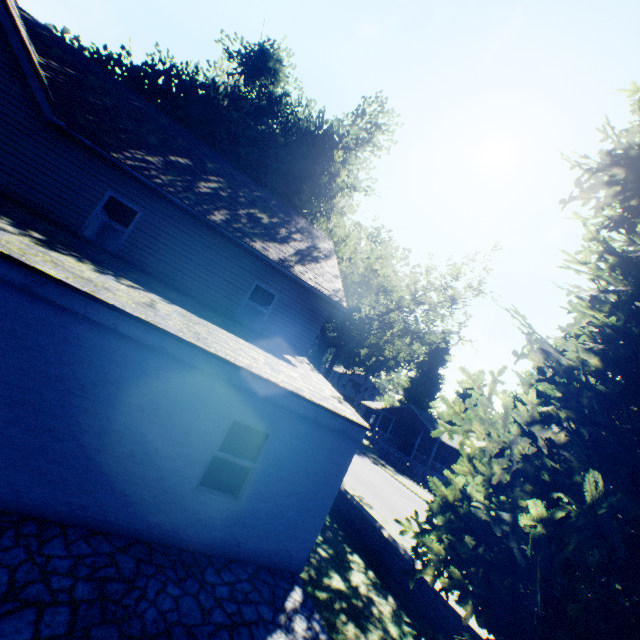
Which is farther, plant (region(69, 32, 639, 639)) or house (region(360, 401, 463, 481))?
house (region(360, 401, 463, 481))

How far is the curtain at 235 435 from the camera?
6.5 meters

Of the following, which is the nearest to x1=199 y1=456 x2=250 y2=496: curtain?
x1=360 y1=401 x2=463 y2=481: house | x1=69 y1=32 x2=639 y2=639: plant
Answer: x1=69 y1=32 x2=639 y2=639: plant

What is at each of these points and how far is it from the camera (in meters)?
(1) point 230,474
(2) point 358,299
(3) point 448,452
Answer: (1) curtain, 6.64
(2) plant, 47.38
(3) house, 38.28

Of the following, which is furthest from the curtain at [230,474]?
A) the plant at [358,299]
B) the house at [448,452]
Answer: the house at [448,452]

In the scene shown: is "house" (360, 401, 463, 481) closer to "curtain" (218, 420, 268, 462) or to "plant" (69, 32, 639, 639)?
"plant" (69, 32, 639, 639)

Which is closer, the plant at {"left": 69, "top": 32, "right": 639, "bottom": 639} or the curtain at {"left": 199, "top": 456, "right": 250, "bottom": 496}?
the plant at {"left": 69, "top": 32, "right": 639, "bottom": 639}

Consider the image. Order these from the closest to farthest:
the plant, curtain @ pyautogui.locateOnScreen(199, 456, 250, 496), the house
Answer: the plant < curtain @ pyautogui.locateOnScreen(199, 456, 250, 496) < the house
